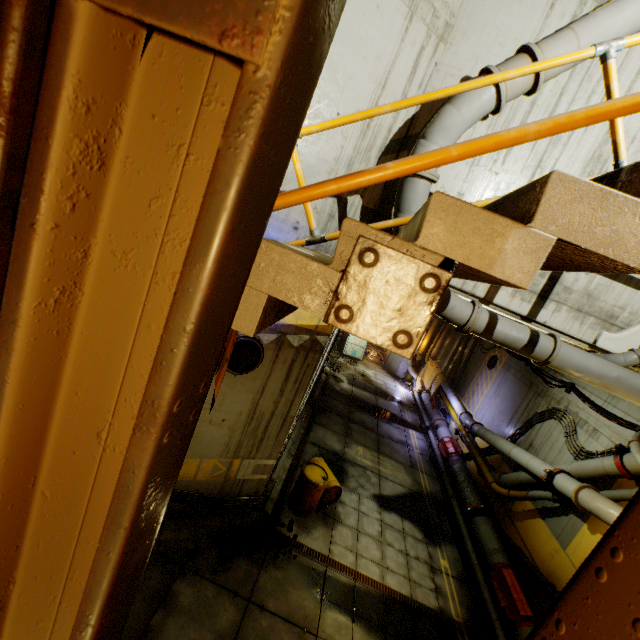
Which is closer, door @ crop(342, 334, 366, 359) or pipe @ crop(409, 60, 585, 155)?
pipe @ crop(409, 60, 585, 155)

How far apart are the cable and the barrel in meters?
4.1

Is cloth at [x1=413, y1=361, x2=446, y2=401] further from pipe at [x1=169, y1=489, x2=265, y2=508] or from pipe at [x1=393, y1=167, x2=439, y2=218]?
pipe at [x1=169, y1=489, x2=265, y2=508]

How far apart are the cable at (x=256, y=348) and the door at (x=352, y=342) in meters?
17.9

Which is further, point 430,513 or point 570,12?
point 430,513

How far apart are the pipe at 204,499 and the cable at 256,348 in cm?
278

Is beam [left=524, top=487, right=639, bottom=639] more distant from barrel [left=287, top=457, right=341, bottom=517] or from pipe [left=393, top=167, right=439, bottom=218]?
A: barrel [left=287, top=457, right=341, bottom=517]

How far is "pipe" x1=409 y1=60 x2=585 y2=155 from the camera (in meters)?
4.41
